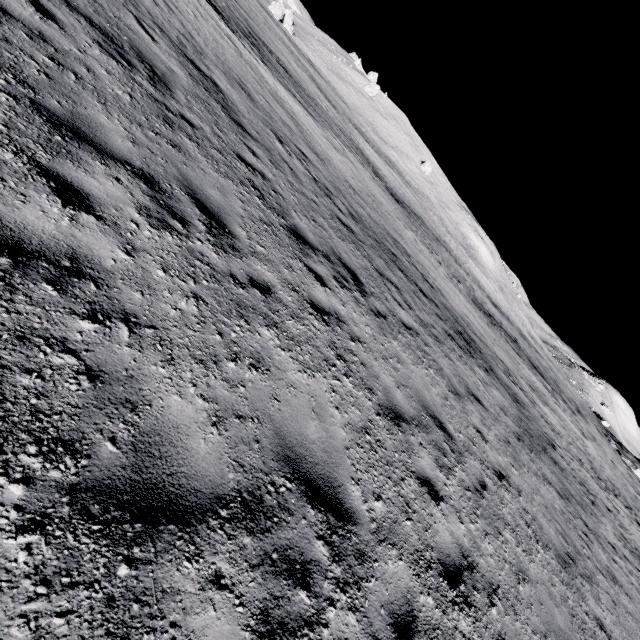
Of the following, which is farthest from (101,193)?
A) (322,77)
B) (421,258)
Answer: (322,77)
